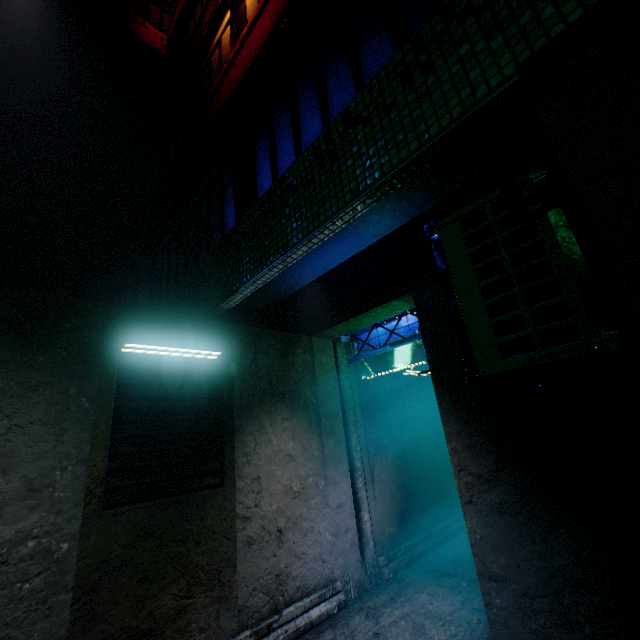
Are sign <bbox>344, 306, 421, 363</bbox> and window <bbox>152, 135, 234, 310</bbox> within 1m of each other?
no

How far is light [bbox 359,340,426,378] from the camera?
3.99m

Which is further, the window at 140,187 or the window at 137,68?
the window at 137,68

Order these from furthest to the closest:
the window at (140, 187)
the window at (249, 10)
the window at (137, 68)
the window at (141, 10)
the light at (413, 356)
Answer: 1. the window at (141, 10)
2. the window at (137, 68)
3. the window at (140, 187)
4. the window at (249, 10)
5. the light at (413, 356)

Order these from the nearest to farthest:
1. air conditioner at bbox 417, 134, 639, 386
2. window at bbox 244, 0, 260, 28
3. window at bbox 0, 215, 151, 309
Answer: air conditioner at bbox 417, 134, 639, 386
window at bbox 244, 0, 260, 28
window at bbox 0, 215, 151, 309

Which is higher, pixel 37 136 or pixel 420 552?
pixel 37 136

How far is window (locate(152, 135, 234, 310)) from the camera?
4.3 meters

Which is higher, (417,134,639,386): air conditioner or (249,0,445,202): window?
(249,0,445,202): window
